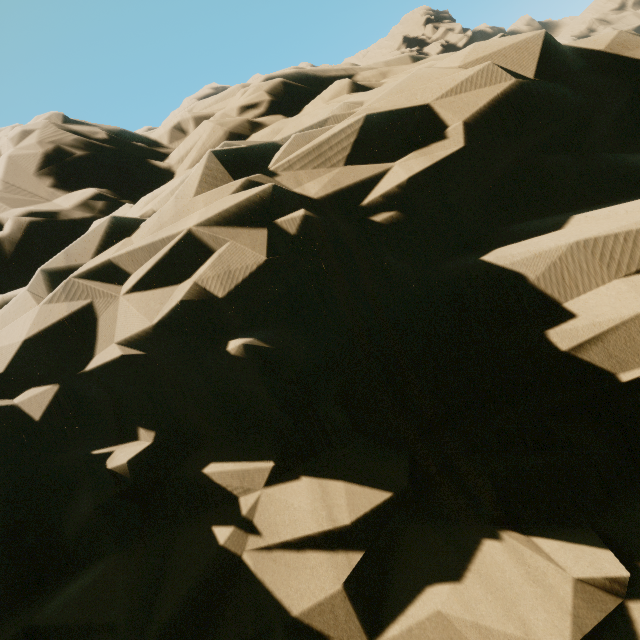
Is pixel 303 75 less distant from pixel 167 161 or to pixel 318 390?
pixel 167 161
